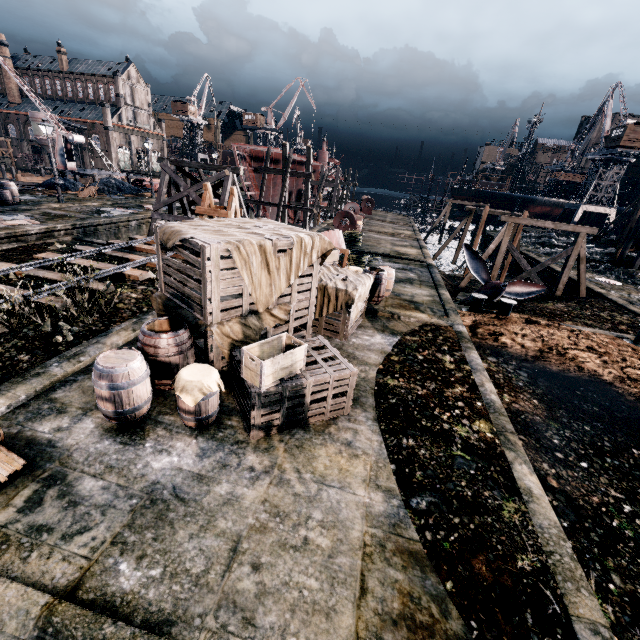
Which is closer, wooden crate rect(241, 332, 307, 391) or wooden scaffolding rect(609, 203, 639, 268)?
wooden crate rect(241, 332, 307, 391)

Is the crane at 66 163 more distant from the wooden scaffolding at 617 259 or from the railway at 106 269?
the wooden scaffolding at 617 259

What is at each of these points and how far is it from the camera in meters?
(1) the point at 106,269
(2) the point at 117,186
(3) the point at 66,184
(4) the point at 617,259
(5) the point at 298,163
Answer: (1) railway, 13.8 m
(2) coal pile, 37.0 m
(3) coal pile, 32.6 m
(4) wooden scaffolding, 31.0 m
(5) ship construction, 46.6 m

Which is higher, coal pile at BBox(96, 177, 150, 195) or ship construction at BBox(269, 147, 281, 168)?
ship construction at BBox(269, 147, 281, 168)

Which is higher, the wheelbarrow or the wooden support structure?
the wooden support structure

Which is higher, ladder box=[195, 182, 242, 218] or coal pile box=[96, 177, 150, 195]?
ladder box=[195, 182, 242, 218]

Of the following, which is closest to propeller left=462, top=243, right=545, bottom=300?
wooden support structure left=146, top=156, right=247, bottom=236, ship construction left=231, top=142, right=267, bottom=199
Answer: wooden support structure left=146, top=156, right=247, bottom=236

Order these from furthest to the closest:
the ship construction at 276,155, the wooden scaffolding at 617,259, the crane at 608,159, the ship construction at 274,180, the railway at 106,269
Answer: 1. the crane at 608,159
2. the ship construction at 274,180
3. the ship construction at 276,155
4. the wooden scaffolding at 617,259
5. the railway at 106,269
